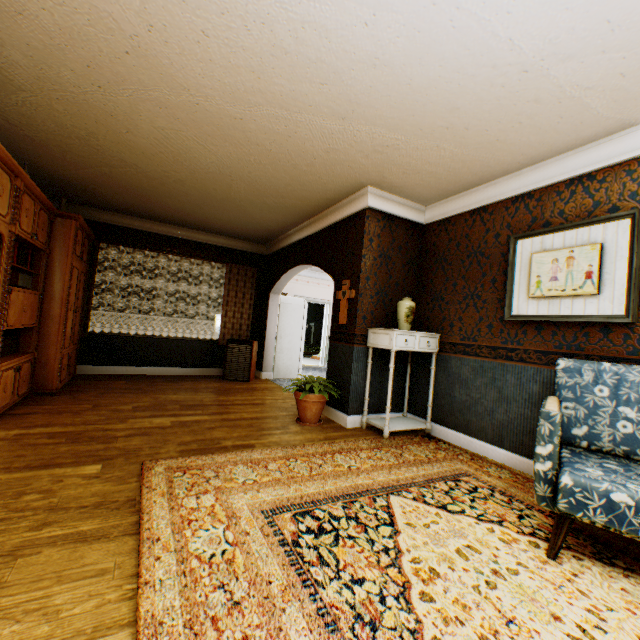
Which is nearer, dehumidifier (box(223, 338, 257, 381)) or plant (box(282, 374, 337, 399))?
plant (box(282, 374, 337, 399))

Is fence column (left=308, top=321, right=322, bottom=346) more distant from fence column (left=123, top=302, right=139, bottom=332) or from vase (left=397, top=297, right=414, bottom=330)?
vase (left=397, top=297, right=414, bottom=330)

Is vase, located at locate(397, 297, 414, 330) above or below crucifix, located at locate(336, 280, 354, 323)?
below

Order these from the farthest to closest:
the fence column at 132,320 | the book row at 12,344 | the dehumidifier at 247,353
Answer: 1. the fence column at 132,320
2. the dehumidifier at 247,353
3. the book row at 12,344

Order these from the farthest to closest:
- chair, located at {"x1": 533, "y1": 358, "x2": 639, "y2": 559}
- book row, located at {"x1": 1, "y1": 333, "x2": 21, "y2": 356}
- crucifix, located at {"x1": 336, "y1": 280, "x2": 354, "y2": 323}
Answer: crucifix, located at {"x1": 336, "y1": 280, "x2": 354, "y2": 323} < book row, located at {"x1": 1, "y1": 333, "x2": 21, "y2": 356} < chair, located at {"x1": 533, "y1": 358, "x2": 639, "y2": 559}

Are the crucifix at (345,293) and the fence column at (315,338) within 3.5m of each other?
no

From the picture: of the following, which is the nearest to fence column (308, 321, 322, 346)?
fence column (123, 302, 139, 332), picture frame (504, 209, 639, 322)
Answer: fence column (123, 302, 139, 332)

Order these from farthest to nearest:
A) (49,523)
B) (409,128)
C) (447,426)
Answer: (447,426)
(409,128)
(49,523)
